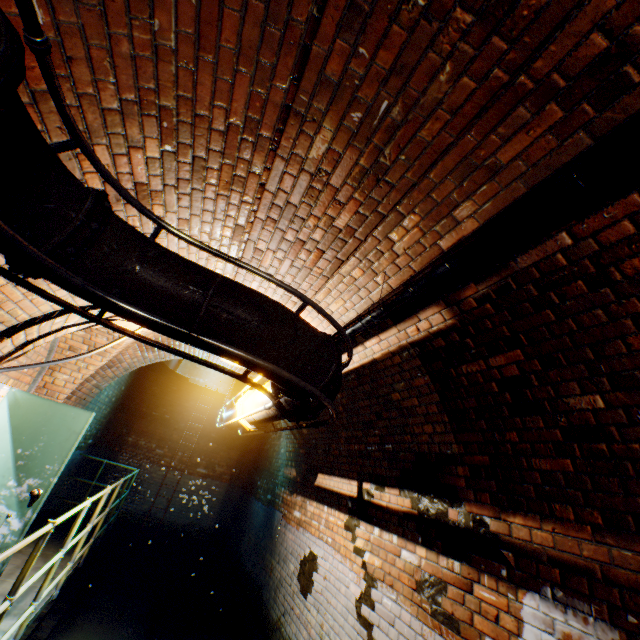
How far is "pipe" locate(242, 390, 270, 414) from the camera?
3.5 meters

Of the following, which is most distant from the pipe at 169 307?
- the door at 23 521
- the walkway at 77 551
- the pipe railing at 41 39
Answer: the door at 23 521

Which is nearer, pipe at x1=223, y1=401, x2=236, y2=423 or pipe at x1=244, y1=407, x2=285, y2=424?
pipe at x1=244, y1=407, x2=285, y2=424

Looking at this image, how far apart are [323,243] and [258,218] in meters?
0.5

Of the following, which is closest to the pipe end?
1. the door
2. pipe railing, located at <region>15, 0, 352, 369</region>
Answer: pipe railing, located at <region>15, 0, 352, 369</region>

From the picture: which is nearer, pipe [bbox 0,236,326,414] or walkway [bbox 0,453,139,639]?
pipe [bbox 0,236,326,414]

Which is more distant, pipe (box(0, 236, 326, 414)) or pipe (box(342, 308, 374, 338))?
pipe (box(342, 308, 374, 338))

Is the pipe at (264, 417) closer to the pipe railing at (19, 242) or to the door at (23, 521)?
the pipe railing at (19, 242)
